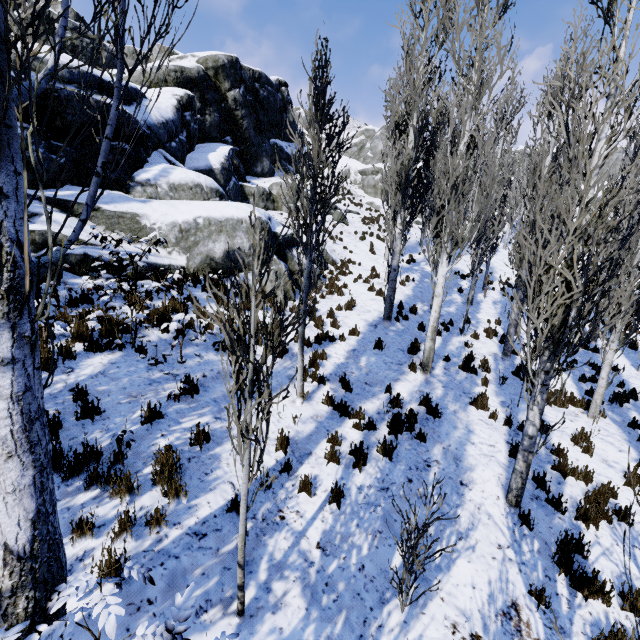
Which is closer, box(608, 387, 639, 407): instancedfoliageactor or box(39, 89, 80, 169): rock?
box(39, 89, 80, 169): rock

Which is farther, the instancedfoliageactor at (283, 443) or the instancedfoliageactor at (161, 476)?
the instancedfoliageactor at (283, 443)

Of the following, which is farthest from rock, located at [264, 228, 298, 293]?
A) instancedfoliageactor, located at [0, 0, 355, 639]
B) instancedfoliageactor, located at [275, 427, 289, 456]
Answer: instancedfoliageactor, located at [275, 427, 289, 456]

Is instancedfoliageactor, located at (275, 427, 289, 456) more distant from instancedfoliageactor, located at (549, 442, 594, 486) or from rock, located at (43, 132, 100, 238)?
rock, located at (43, 132, 100, 238)

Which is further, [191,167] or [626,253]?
[191,167]

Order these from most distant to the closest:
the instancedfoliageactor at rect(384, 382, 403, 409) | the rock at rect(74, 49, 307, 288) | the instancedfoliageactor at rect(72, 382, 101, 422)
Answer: the rock at rect(74, 49, 307, 288) → the instancedfoliageactor at rect(384, 382, 403, 409) → the instancedfoliageactor at rect(72, 382, 101, 422)

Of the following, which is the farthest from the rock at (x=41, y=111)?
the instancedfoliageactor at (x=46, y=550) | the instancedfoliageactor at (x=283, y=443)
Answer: the instancedfoliageactor at (x=283, y=443)
